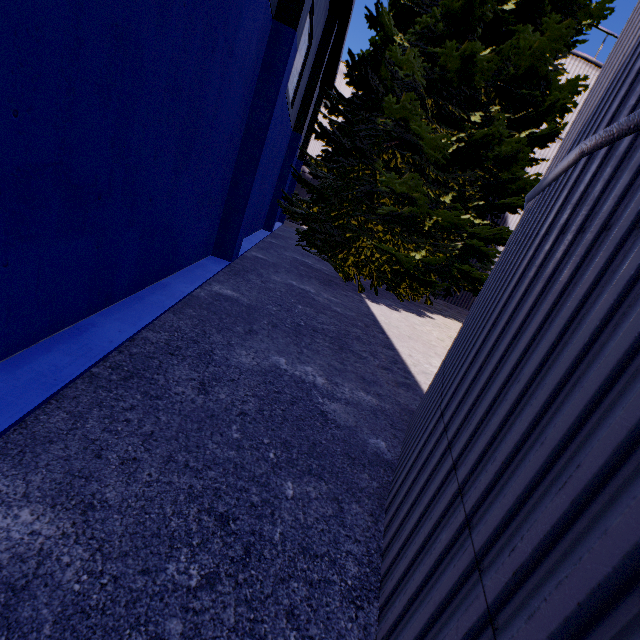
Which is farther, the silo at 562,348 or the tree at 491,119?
the tree at 491,119

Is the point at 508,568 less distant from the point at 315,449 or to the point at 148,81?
the point at 315,449

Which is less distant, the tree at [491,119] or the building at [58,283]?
the building at [58,283]

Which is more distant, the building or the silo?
the building

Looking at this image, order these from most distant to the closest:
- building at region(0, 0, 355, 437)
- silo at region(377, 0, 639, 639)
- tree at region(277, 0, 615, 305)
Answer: tree at region(277, 0, 615, 305) → building at region(0, 0, 355, 437) → silo at region(377, 0, 639, 639)

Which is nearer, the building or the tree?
the building

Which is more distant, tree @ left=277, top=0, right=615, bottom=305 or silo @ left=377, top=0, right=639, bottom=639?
tree @ left=277, top=0, right=615, bottom=305
